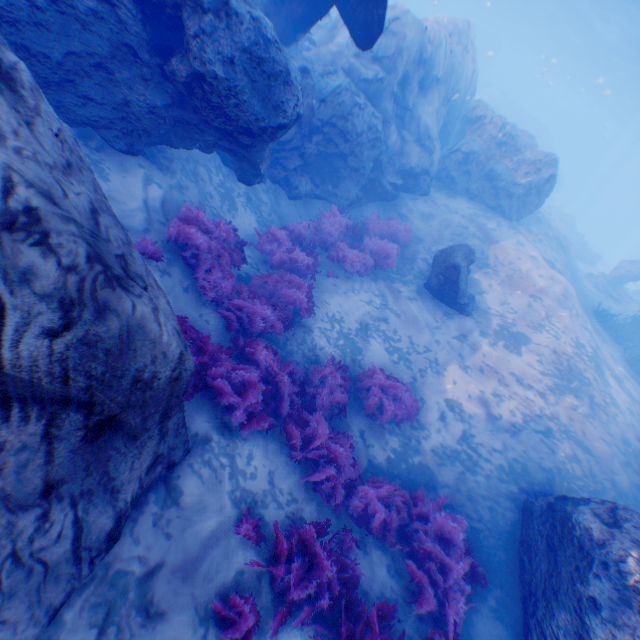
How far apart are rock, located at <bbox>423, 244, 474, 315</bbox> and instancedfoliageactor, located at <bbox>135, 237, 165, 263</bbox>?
7.2m

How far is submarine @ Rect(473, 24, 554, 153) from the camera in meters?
40.6

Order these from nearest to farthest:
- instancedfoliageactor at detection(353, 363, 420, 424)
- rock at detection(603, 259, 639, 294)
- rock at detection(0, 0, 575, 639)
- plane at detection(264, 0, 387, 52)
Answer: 1. rock at detection(0, 0, 575, 639)
2. plane at detection(264, 0, 387, 52)
3. instancedfoliageactor at detection(353, 363, 420, 424)
4. rock at detection(603, 259, 639, 294)

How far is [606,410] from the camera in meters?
8.7

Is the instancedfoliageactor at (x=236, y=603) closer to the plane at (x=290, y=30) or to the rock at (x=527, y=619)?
the rock at (x=527, y=619)

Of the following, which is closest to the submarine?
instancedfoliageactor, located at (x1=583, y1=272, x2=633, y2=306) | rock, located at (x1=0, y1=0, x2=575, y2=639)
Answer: rock, located at (x1=0, y1=0, x2=575, y2=639)

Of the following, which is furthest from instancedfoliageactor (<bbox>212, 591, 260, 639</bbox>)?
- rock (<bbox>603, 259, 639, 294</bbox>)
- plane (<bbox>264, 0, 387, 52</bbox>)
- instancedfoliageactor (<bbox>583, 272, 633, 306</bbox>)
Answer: rock (<bbox>603, 259, 639, 294</bbox>)

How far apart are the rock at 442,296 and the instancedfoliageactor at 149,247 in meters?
7.2
